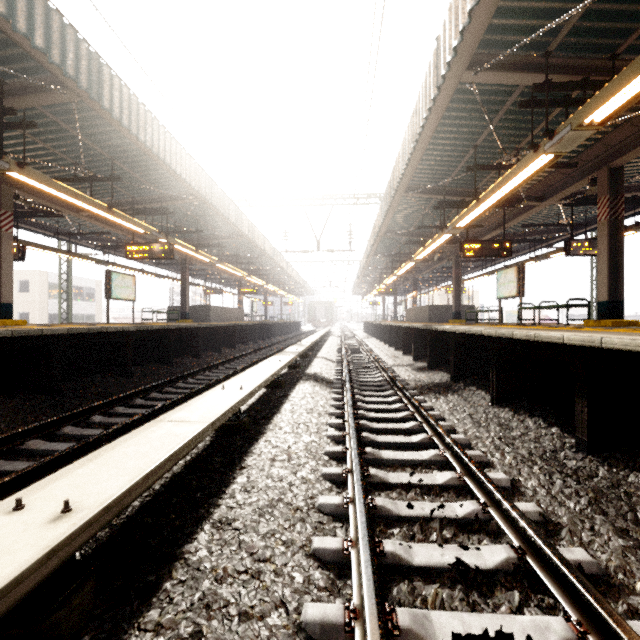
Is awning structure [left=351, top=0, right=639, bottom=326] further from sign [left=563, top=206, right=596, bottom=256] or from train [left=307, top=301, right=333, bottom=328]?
train [left=307, top=301, right=333, bottom=328]

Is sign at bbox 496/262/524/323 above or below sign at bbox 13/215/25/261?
below

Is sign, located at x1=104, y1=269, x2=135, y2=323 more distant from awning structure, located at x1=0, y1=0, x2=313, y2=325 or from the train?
the train

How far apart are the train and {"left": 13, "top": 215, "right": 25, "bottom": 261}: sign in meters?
41.4 m

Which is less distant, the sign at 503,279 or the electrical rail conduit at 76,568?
the electrical rail conduit at 76,568

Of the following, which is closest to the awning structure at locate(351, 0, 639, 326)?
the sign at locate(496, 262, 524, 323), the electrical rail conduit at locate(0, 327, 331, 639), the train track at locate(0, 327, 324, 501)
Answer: the sign at locate(496, 262, 524, 323)

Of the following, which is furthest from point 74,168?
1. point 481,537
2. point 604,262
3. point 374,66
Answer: point 604,262

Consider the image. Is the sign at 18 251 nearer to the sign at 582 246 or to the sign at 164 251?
the sign at 164 251
